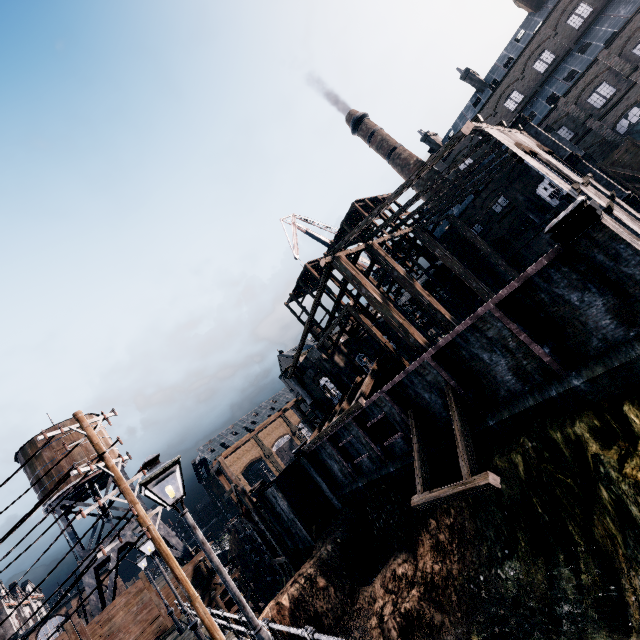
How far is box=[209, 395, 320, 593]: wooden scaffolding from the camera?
29.7m

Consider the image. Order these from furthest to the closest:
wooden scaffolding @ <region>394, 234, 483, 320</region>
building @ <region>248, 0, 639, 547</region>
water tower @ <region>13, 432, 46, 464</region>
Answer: wooden scaffolding @ <region>394, 234, 483, 320</region> < water tower @ <region>13, 432, 46, 464</region> < building @ <region>248, 0, 639, 547</region>

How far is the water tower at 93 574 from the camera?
28.69m

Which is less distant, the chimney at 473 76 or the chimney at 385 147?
the chimney at 473 76

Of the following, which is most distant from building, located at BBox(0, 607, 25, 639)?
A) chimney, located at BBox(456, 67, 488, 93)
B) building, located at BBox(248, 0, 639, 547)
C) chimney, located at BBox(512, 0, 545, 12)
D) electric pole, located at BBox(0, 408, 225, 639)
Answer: chimney, located at BBox(512, 0, 545, 12)

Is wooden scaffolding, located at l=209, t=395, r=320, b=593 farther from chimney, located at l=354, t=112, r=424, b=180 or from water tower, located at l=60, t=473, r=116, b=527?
chimney, located at l=354, t=112, r=424, b=180

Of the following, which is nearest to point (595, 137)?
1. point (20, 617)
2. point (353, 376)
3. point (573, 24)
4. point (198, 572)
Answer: point (573, 24)

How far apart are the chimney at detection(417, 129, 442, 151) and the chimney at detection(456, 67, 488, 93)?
7.55m
